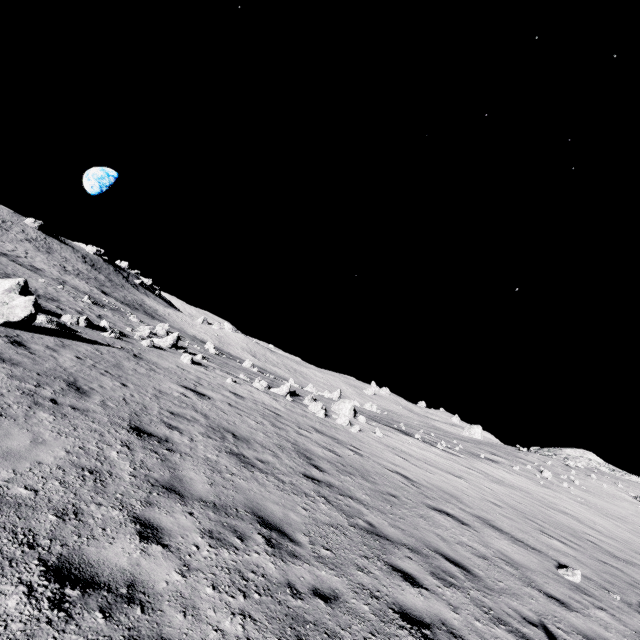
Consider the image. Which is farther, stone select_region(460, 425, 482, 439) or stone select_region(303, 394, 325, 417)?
stone select_region(460, 425, 482, 439)

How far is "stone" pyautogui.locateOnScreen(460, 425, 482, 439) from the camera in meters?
49.1

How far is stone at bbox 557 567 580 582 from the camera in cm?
810

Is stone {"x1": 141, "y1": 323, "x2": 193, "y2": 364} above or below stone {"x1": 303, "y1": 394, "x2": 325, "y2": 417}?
below

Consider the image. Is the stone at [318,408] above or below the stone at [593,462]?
below

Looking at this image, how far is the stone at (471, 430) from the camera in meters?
49.1

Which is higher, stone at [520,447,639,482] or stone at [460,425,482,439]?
stone at [520,447,639,482]

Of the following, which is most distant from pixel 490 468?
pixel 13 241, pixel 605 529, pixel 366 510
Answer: pixel 13 241
